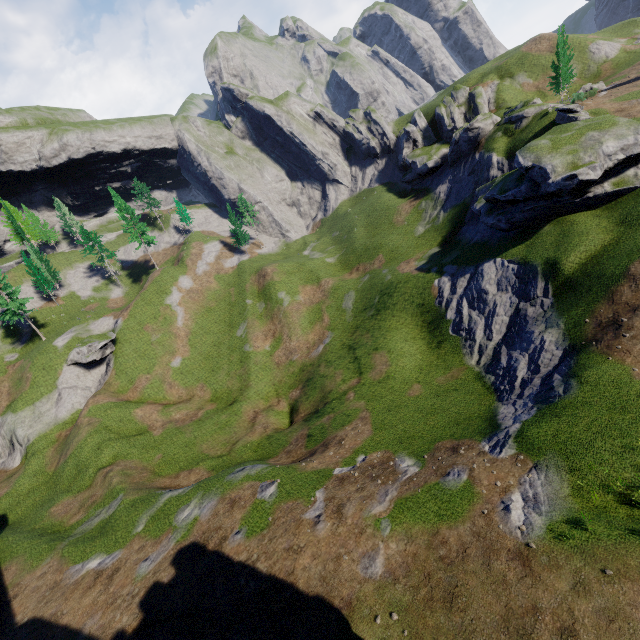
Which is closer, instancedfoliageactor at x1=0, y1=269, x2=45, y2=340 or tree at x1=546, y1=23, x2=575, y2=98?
tree at x1=546, y1=23, x2=575, y2=98

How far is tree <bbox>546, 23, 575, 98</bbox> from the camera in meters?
45.8 m

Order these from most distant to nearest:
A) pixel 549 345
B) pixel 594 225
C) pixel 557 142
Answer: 1. pixel 557 142
2. pixel 594 225
3. pixel 549 345

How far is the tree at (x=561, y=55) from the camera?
45.78m

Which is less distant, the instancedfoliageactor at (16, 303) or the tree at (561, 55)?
the tree at (561, 55)
